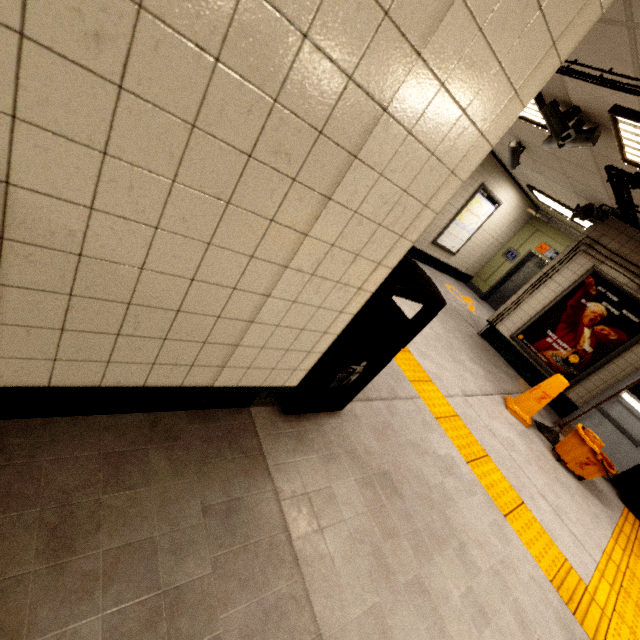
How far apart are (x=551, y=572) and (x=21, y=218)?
3.7m

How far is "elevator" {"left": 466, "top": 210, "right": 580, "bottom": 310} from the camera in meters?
9.2

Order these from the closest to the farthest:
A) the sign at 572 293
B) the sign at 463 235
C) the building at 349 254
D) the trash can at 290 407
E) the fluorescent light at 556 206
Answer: the building at 349 254 → the trash can at 290 407 → the sign at 572 293 → the fluorescent light at 556 206 → the sign at 463 235

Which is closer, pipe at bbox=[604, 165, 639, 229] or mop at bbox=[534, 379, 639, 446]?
pipe at bbox=[604, 165, 639, 229]

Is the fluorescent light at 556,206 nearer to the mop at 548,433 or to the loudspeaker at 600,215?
the loudspeaker at 600,215

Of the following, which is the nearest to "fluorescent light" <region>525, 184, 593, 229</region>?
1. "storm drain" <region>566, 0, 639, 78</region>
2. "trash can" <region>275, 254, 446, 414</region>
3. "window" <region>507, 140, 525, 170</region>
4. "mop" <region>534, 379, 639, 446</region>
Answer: "storm drain" <region>566, 0, 639, 78</region>

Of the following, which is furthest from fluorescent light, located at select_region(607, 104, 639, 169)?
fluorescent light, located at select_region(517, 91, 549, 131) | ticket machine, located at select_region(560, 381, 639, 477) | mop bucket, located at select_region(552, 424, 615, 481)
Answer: mop bucket, located at select_region(552, 424, 615, 481)

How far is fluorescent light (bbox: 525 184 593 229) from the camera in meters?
7.1 m
